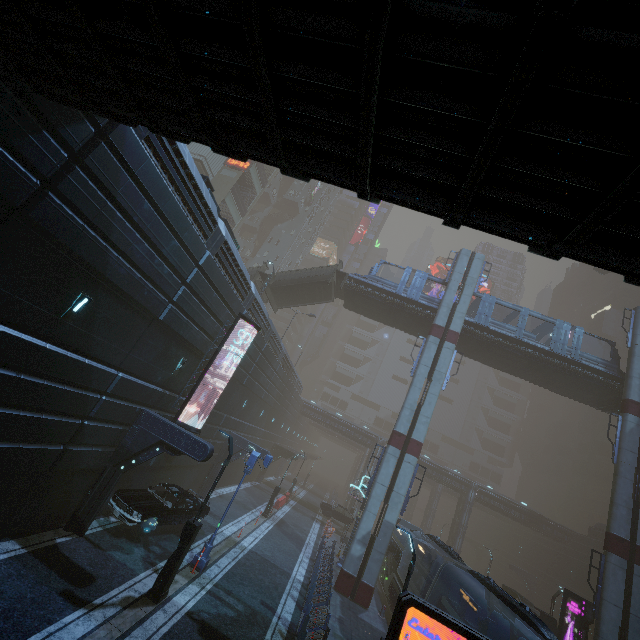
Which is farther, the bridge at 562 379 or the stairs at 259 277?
the stairs at 259 277

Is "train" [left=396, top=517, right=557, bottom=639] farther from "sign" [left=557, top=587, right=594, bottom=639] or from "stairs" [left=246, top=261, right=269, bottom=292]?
"stairs" [left=246, top=261, right=269, bottom=292]

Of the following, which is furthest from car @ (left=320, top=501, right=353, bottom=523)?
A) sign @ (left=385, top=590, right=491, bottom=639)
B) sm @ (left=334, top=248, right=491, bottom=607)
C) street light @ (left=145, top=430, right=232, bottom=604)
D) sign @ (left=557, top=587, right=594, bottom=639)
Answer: sign @ (left=385, top=590, right=491, bottom=639)

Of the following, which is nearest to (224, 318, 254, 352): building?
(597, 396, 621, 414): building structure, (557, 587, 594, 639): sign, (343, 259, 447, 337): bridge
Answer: (557, 587, 594, 639): sign

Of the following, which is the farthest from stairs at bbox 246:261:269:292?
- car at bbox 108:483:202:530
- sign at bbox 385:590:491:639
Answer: sign at bbox 385:590:491:639

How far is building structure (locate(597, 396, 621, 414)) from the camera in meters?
24.4

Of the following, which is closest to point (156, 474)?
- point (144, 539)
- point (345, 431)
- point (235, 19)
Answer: point (144, 539)

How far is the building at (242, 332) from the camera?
19.0m
